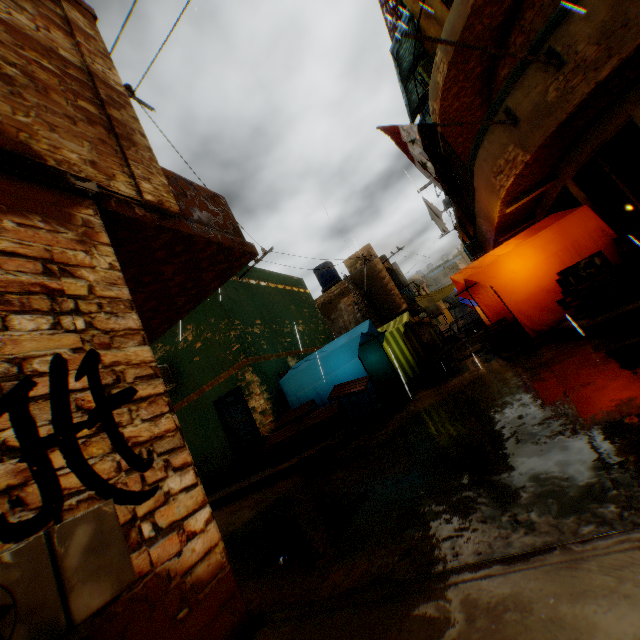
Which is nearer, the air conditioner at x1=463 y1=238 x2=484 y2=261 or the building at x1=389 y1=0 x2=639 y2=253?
the building at x1=389 y1=0 x2=639 y2=253

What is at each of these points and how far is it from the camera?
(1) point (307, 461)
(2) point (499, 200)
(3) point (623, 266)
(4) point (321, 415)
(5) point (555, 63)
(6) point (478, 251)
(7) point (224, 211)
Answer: (1) cardboard box, 6.2m
(2) building, 8.4m
(3) wooden pallet, 5.7m
(4) table, 8.2m
(5) flagpole, 5.5m
(6) air conditioner, 16.0m
(7) balcony, 4.6m

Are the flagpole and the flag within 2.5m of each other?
yes

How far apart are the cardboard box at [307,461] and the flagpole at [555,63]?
7.05m

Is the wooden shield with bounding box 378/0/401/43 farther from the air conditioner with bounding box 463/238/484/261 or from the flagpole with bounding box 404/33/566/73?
the flagpole with bounding box 404/33/566/73

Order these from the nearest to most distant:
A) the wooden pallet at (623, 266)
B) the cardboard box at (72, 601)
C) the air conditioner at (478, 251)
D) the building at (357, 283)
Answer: the cardboard box at (72, 601)
the wooden pallet at (623, 266)
the air conditioner at (478, 251)
the building at (357, 283)

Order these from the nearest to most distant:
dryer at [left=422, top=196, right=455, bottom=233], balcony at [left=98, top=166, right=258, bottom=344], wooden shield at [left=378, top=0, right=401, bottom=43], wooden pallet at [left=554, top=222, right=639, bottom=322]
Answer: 1. balcony at [left=98, top=166, right=258, bottom=344]
2. wooden pallet at [left=554, top=222, right=639, bottom=322]
3. wooden shield at [left=378, top=0, right=401, bottom=43]
4. dryer at [left=422, top=196, right=455, bottom=233]

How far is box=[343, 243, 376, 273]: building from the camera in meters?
20.9 m
